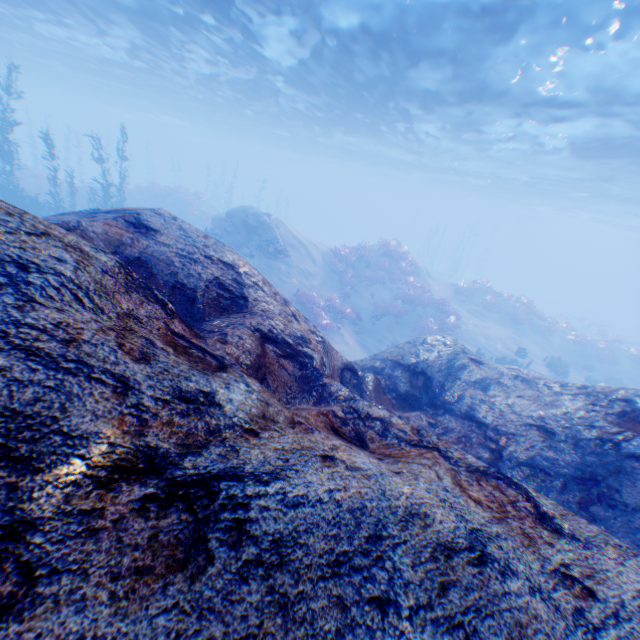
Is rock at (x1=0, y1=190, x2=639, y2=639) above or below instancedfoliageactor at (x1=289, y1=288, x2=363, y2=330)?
above

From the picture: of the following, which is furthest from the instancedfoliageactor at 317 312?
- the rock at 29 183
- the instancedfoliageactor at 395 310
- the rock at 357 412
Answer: the rock at 29 183

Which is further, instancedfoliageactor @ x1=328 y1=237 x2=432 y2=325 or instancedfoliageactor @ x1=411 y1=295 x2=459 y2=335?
instancedfoliageactor @ x1=328 y1=237 x2=432 y2=325

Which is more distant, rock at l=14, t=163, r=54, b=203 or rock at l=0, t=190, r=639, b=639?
rock at l=14, t=163, r=54, b=203

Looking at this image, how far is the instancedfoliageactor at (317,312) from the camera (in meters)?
16.14

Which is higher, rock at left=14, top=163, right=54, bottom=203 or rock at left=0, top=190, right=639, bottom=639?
rock at left=0, top=190, right=639, bottom=639

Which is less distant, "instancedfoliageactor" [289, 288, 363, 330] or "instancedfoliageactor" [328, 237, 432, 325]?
"instancedfoliageactor" [289, 288, 363, 330]

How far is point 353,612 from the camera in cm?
151
